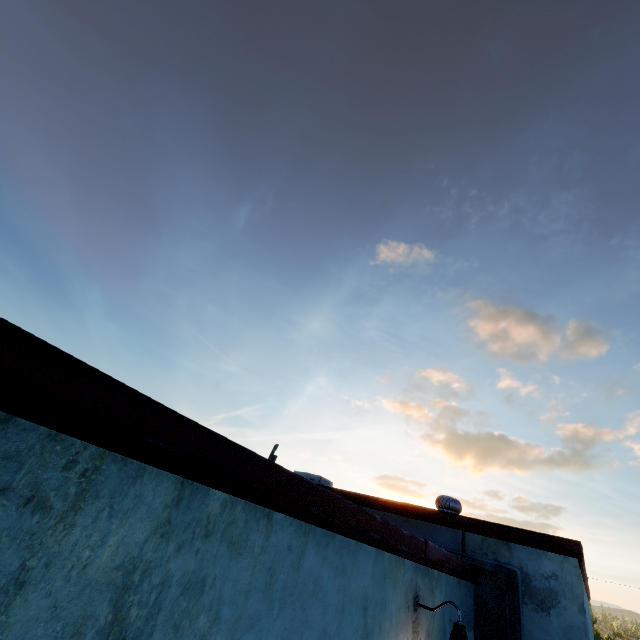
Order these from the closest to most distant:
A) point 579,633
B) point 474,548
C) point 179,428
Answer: point 179,428 < point 579,633 < point 474,548

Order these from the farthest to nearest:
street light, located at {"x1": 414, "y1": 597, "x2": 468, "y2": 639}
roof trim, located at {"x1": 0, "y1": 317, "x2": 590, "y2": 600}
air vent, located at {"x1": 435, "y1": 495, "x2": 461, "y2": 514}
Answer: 1. air vent, located at {"x1": 435, "y1": 495, "x2": 461, "y2": 514}
2. street light, located at {"x1": 414, "y1": 597, "x2": 468, "y2": 639}
3. roof trim, located at {"x1": 0, "y1": 317, "x2": 590, "y2": 600}

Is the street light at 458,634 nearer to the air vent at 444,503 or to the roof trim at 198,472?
the roof trim at 198,472

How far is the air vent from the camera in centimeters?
763cm

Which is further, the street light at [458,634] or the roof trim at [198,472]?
the street light at [458,634]

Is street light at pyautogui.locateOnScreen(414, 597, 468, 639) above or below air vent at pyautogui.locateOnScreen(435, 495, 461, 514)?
below

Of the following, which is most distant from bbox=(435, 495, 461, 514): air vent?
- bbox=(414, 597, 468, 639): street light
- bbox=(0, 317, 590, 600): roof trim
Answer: bbox=(414, 597, 468, 639): street light
